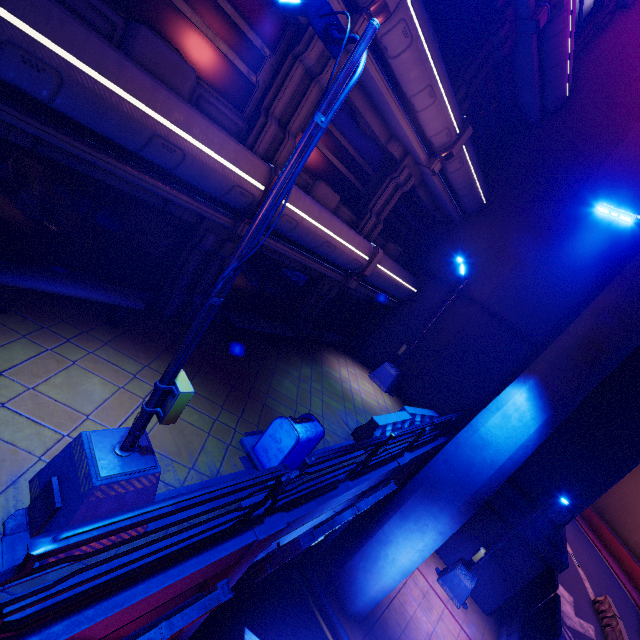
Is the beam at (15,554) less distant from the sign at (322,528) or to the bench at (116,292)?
the sign at (322,528)

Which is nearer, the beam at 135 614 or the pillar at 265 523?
the beam at 135 614

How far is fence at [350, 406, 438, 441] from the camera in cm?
882

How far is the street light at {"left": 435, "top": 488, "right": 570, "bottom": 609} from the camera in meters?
11.3 m

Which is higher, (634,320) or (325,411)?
(634,320)

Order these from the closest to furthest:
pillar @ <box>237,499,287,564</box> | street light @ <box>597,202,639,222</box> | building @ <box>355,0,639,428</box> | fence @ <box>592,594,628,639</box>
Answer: pillar @ <box>237,499,287,564</box> < street light @ <box>597,202,639,222</box> < building @ <box>355,0,639,428</box> < fence @ <box>592,594,628,639</box>

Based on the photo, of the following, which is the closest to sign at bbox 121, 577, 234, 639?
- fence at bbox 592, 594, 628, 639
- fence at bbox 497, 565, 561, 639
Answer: fence at bbox 497, 565, 561, 639

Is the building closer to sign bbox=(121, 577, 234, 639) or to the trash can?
the trash can
